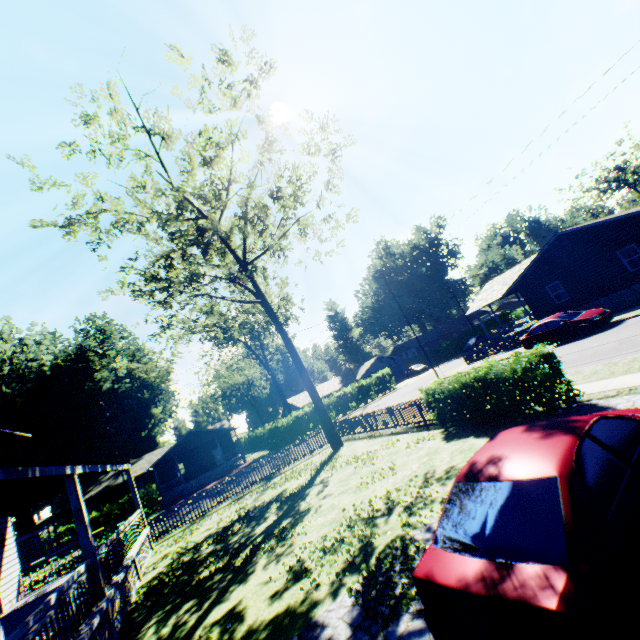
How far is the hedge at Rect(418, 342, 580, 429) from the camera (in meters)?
8.98

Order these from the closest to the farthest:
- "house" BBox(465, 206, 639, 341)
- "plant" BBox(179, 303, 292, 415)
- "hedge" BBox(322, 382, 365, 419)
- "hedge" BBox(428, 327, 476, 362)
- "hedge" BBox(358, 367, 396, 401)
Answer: "house" BBox(465, 206, 639, 341) < "hedge" BBox(322, 382, 365, 419) < "hedge" BBox(358, 367, 396, 401) < "plant" BBox(179, 303, 292, 415) < "hedge" BBox(428, 327, 476, 362)

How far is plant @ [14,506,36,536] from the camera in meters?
49.7

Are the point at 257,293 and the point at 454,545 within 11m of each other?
no

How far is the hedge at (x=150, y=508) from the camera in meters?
30.8 m

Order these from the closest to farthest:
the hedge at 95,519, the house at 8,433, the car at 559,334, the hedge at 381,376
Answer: the house at 8,433 → the car at 559,334 → the hedge at 95,519 → the hedge at 381,376

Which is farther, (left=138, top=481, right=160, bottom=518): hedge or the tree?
(left=138, top=481, right=160, bottom=518): hedge

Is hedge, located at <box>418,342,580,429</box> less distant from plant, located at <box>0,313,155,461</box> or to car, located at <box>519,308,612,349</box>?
car, located at <box>519,308,612,349</box>
